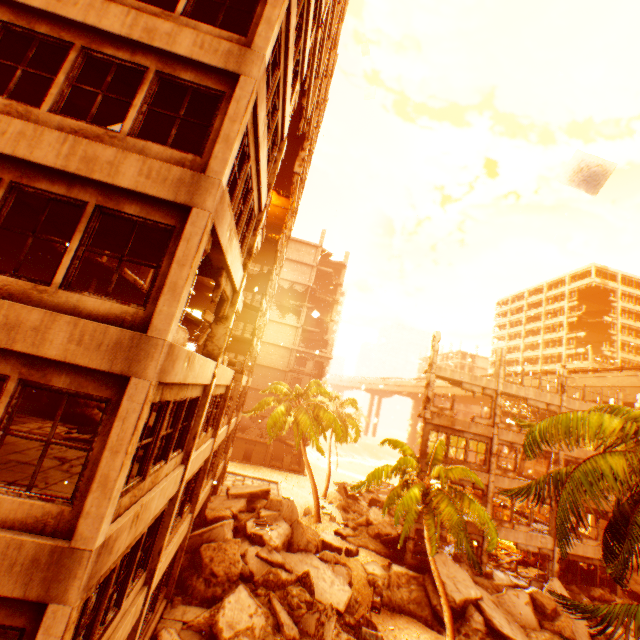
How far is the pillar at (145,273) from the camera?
19.8 meters

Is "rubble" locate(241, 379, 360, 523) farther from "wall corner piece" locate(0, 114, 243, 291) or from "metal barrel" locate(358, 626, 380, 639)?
"metal barrel" locate(358, 626, 380, 639)

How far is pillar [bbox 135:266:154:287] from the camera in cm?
1978

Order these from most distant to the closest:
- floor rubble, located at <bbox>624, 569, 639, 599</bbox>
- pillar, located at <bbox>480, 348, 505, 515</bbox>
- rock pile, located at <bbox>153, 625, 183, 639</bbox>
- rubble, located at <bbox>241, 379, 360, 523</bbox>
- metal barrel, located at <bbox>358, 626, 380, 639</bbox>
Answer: rubble, located at <bbox>241, 379, 360, 523</bbox> < floor rubble, located at <bbox>624, 569, 639, 599</bbox> < pillar, located at <bbox>480, 348, 505, 515</bbox> < metal barrel, located at <bbox>358, 626, 380, 639</bbox> < rock pile, located at <bbox>153, 625, 183, 639</bbox>

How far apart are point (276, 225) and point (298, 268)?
15.4 meters

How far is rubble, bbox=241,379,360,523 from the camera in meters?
25.5 m

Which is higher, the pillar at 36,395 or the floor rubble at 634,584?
the pillar at 36,395

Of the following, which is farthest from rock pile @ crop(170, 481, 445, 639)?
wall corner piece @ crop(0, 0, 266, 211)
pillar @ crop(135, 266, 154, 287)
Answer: pillar @ crop(135, 266, 154, 287)
